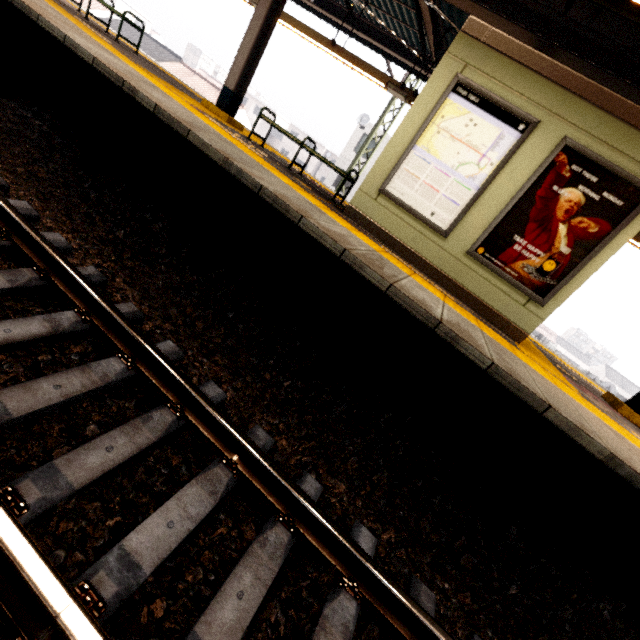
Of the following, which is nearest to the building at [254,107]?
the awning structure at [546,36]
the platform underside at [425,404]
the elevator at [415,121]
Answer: the awning structure at [546,36]

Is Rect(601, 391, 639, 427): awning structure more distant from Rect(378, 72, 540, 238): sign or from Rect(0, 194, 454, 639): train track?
Rect(0, 194, 454, 639): train track

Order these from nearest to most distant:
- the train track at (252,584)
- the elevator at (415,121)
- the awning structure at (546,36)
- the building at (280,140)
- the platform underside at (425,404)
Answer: the train track at (252,584) < the platform underside at (425,404) < the elevator at (415,121) < the awning structure at (546,36) < the building at (280,140)

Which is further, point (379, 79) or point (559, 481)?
point (379, 79)

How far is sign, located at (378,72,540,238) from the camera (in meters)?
4.30

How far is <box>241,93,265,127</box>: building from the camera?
53.1 meters
